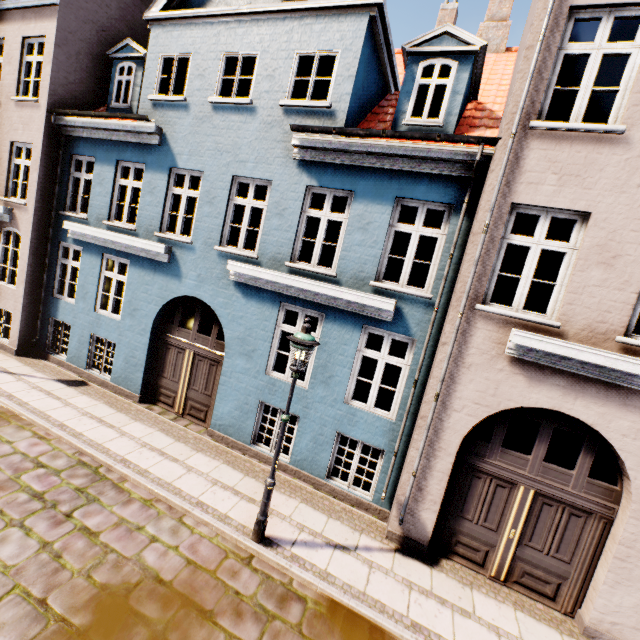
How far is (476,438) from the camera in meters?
5.8 m

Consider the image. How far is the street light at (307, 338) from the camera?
4.9m

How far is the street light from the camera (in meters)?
4.89
